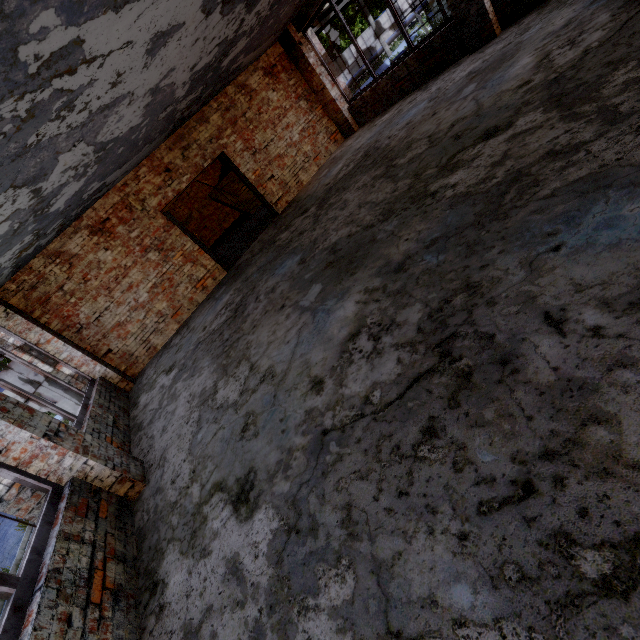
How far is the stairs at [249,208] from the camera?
14.41m

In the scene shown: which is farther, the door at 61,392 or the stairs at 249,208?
the stairs at 249,208

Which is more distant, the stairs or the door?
the stairs

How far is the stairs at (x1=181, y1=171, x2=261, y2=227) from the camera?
14.4 meters

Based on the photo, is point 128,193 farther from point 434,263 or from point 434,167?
point 434,263
